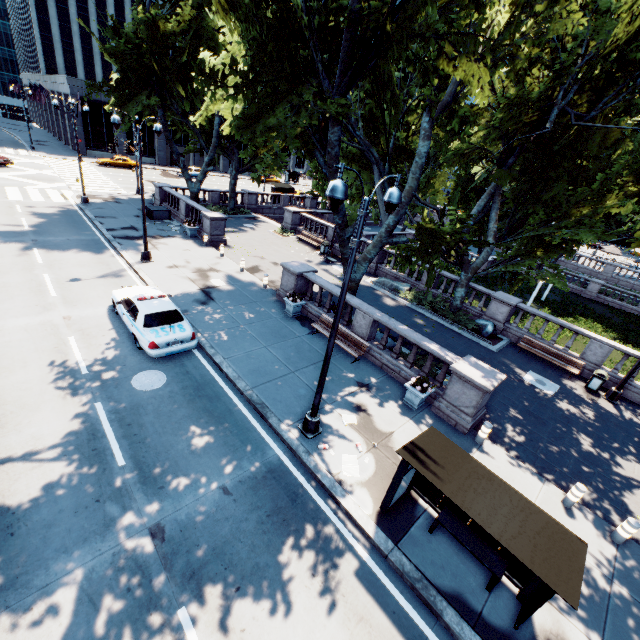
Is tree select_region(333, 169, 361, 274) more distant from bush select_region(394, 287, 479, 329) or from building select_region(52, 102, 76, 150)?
building select_region(52, 102, 76, 150)

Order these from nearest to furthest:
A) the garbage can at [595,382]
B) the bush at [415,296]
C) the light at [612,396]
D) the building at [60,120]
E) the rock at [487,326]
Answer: the light at [612,396] → the garbage can at [595,382] → the rock at [487,326] → the bush at [415,296] → the building at [60,120]

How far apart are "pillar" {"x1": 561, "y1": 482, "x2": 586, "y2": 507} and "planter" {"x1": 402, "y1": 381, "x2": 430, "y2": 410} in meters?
4.6

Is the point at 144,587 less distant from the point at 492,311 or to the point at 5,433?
the point at 5,433

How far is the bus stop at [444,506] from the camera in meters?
5.4 m

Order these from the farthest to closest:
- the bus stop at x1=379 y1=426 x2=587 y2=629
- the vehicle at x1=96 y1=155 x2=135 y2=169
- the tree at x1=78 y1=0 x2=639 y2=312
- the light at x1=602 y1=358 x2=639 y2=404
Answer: the vehicle at x1=96 y1=155 x2=135 y2=169 < the light at x1=602 y1=358 x2=639 y2=404 < the tree at x1=78 y1=0 x2=639 y2=312 < the bus stop at x1=379 y1=426 x2=587 y2=629

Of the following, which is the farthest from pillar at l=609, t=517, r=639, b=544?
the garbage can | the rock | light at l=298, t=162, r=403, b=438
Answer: the rock

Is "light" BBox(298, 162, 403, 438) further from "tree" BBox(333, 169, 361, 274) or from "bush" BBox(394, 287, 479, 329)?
"bush" BBox(394, 287, 479, 329)
